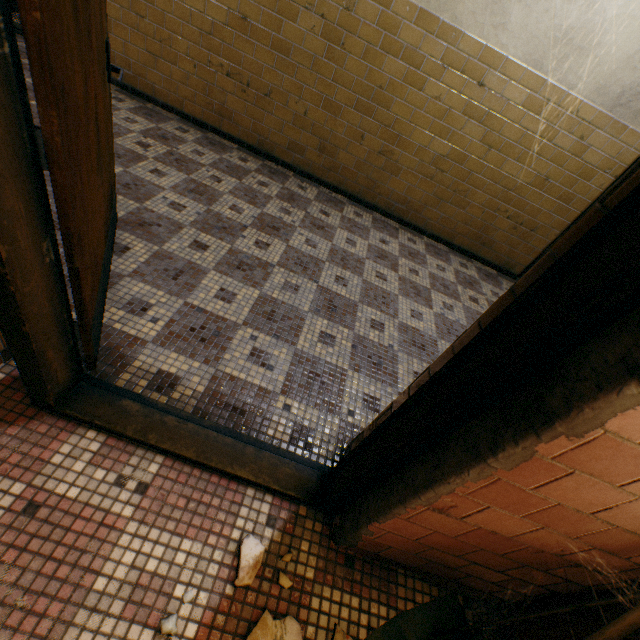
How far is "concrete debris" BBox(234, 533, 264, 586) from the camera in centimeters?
126cm

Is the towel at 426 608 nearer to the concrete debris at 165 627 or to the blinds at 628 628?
the blinds at 628 628

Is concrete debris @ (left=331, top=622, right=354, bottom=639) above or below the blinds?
below

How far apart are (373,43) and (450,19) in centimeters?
75cm

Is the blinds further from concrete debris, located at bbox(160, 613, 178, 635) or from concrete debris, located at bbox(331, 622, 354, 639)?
concrete debris, located at bbox(160, 613, 178, 635)

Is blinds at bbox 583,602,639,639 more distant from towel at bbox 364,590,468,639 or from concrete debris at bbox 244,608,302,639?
concrete debris at bbox 244,608,302,639

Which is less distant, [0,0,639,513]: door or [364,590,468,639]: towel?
[0,0,639,513]: door

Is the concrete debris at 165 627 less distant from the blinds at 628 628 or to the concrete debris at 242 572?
the concrete debris at 242 572
